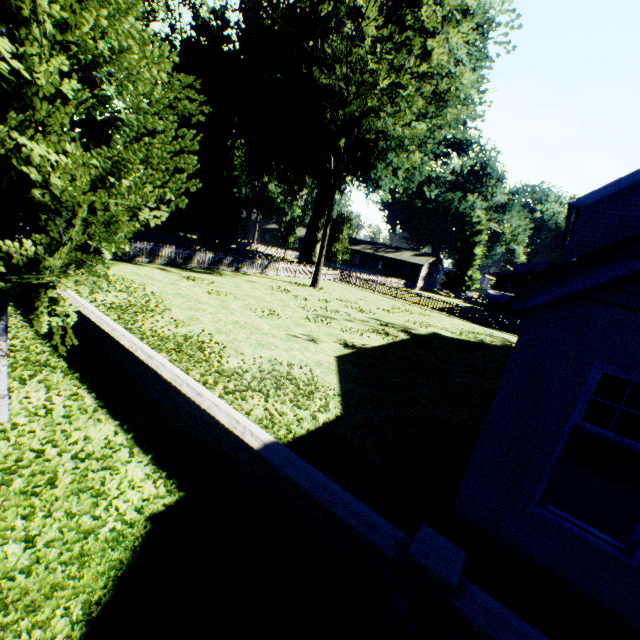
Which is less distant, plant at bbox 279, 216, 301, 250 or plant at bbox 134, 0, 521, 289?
plant at bbox 134, 0, 521, 289

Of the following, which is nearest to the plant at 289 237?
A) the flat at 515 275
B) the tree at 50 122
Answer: the tree at 50 122

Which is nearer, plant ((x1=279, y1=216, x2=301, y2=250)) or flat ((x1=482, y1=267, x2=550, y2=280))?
flat ((x1=482, y1=267, x2=550, y2=280))

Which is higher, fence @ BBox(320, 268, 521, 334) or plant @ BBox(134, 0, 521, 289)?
plant @ BBox(134, 0, 521, 289)

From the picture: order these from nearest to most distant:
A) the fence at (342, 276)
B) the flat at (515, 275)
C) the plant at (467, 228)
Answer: the fence at (342, 276), the flat at (515, 275), the plant at (467, 228)

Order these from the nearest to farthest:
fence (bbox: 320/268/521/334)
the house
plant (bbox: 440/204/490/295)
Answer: fence (bbox: 320/268/521/334) → the house → plant (bbox: 440/204/490/295)

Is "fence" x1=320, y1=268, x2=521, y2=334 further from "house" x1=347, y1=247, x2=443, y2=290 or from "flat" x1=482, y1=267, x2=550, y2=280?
"flat" x1=482, y1=267, x2=550, y2=280

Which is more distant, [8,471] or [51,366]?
[51,366]
